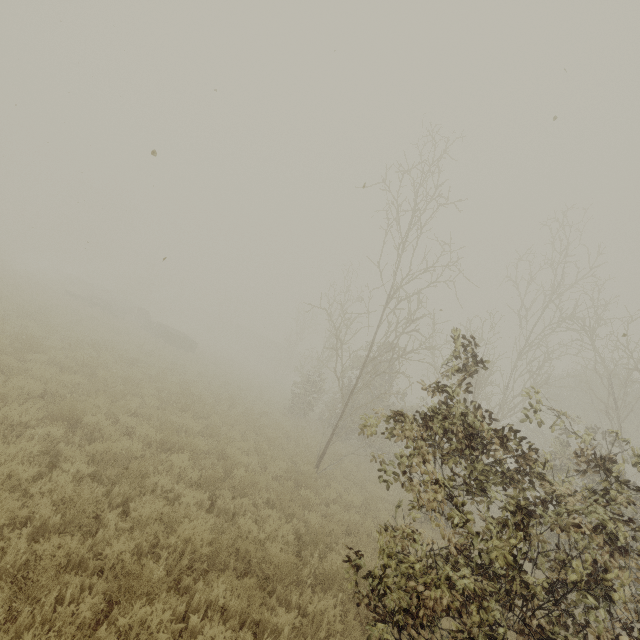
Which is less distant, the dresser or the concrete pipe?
the dresser

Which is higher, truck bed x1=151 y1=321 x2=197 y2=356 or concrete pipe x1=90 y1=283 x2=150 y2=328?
concrete pipe x1=90 y1=283 x2=150 y2=328

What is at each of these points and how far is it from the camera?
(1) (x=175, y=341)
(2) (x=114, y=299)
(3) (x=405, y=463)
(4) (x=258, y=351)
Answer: (1) truck bed, 27.3m
(2) concrete pipe, 33.4m
(3) tree, 4.7m
(4) boxcar, 59.4m

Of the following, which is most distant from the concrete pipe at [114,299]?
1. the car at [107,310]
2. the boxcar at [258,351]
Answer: the boxcar at [258,351]

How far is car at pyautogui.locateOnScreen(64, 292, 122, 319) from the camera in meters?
25.1 m

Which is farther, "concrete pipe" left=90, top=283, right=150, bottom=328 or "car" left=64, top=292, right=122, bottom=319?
"concrete pipe" left=90, top=283, right=150, bottom=328

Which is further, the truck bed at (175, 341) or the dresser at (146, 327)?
the dresser at (146, 327)

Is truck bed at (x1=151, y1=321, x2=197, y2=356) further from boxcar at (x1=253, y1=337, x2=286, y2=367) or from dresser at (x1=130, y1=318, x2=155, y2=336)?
boxcar at (x1=253, y1=337, x2=286, y2=367)
